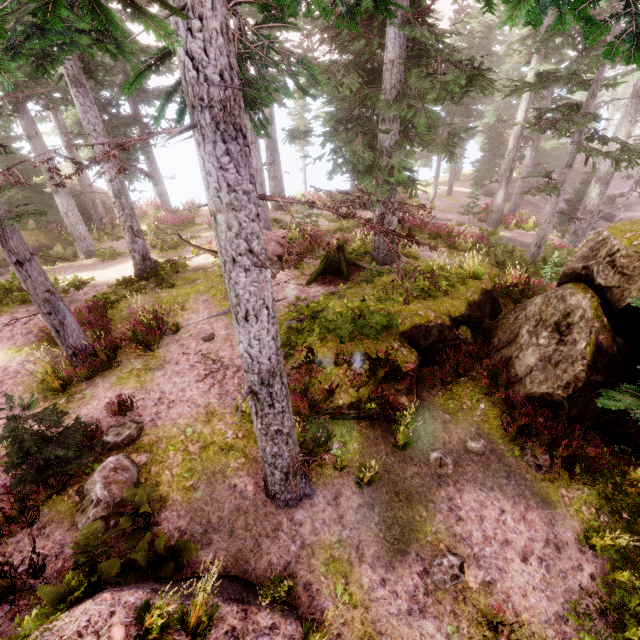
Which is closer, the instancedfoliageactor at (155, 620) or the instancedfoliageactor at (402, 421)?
the instancedfoliageactor at (155, 620)

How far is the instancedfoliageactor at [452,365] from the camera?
8.74m

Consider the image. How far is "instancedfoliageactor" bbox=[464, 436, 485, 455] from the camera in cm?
750

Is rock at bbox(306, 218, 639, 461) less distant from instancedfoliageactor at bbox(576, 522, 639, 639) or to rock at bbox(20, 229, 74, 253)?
instancedfoliageactor at bbox(576, 522, 639, 639)

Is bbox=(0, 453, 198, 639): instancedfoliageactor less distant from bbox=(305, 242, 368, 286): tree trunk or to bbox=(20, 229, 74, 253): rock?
bbox=(20, 229, 74, 253): rock

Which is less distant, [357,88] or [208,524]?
[208,524]
